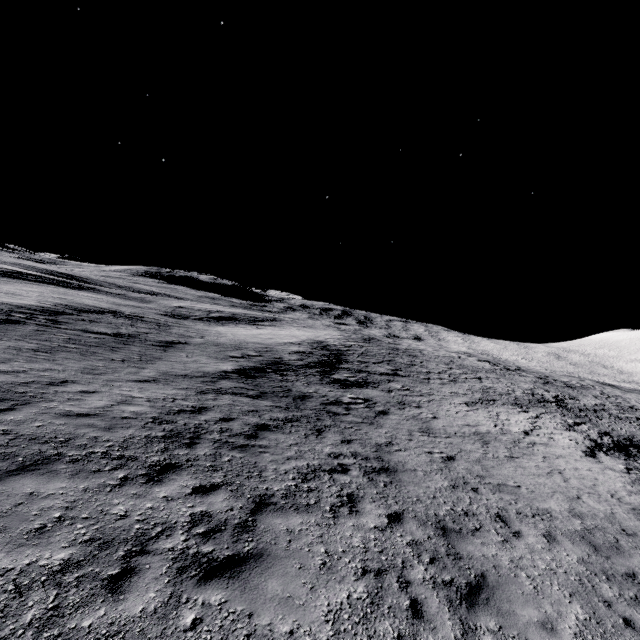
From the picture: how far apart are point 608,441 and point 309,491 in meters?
21.4
